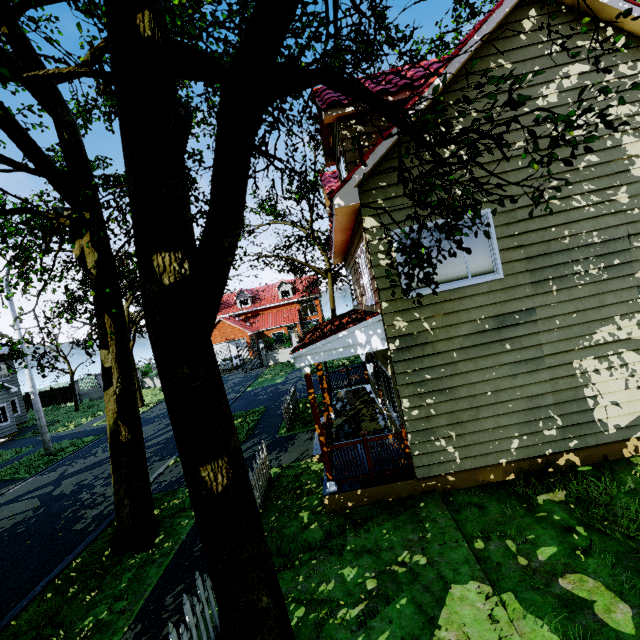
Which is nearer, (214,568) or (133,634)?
(214,568)

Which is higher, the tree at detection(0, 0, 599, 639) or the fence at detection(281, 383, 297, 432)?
the tree at detection(0, 0, 599, 639)

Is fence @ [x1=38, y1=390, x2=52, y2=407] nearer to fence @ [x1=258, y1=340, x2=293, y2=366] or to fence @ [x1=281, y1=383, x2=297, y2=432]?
fence @ [x1=258, y1=340, x2=293, y2=366]

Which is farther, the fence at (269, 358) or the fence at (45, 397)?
the fence at (45, 397)

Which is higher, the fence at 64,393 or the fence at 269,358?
the fence at 64,393

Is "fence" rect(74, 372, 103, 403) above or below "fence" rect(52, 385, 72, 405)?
below

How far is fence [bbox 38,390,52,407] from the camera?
32.5m

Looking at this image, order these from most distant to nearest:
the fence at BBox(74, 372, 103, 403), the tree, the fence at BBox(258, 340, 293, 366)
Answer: the fence at BBox(74, 372, 103, 403) → the fence at BBox(258, 340, 293, 366) → the tree
